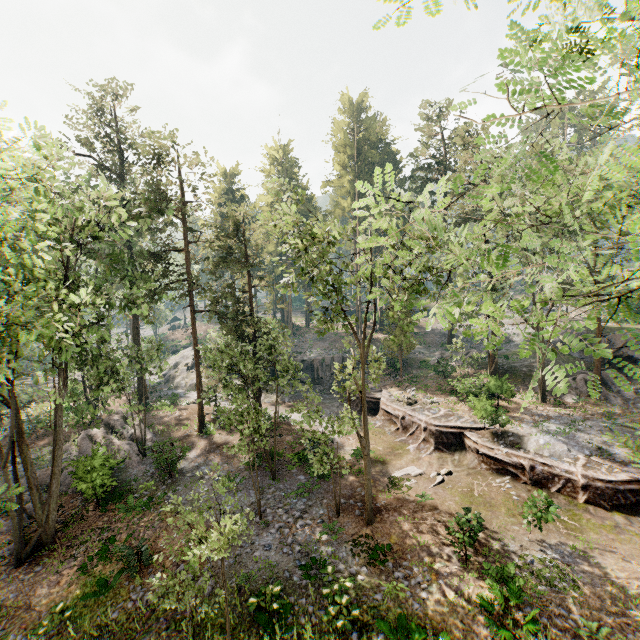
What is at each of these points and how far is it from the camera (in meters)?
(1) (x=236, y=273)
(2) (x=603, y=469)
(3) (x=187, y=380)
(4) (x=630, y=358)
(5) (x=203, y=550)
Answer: (1) foliage, 28.28
(2) ground embankment, 16.88
(3) rock, 41.78
(4) rock, 28.33
(5) foliage, 8.08

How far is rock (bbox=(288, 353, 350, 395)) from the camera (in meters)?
37.81

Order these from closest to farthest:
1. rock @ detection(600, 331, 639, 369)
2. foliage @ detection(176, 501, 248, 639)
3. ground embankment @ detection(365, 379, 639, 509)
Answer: foliage @ detection(176, 501, 248, 639)
ground embankment @ detection(365, 379, 639, 509)
rock @ detection(600, 331, 639, 369)

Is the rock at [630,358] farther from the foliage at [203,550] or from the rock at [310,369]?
the rock at [310,369]

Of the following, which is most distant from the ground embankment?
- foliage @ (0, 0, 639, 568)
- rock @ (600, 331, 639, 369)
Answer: rock @ (600, 331, 639, 369)

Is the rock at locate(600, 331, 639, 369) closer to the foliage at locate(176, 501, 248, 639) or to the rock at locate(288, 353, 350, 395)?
the foliage at locate(176, 501, 248, 639)

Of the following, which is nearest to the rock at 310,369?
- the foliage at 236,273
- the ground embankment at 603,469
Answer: the ground embankment at 603,469
